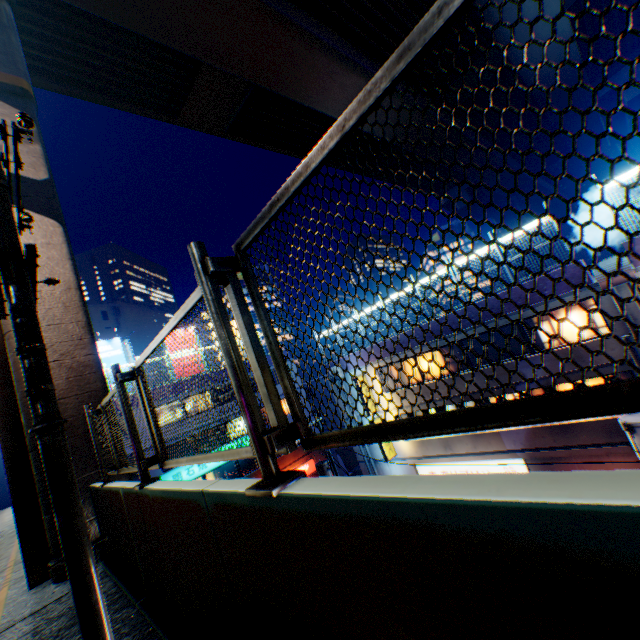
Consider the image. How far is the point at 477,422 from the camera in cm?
98

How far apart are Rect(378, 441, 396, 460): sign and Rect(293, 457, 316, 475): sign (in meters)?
12.45

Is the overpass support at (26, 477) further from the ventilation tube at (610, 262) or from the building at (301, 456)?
the ventilation tube at (610, 262)

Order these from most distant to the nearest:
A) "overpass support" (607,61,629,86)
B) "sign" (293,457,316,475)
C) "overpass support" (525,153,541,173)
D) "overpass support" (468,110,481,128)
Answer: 1. "overpass support" (525,153,541,173)
2. "sign" (293,457,316,475)
3. "overpass support" (607,61,629,86)
4. "overpass support" (468,110,481,128)

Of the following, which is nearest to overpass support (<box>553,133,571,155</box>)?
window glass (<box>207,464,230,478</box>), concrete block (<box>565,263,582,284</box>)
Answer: window glass (<box>207,464,230,478</box>)

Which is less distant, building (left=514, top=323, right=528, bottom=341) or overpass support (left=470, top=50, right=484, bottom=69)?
building (left=514, top=323, right=528, bottom=341)

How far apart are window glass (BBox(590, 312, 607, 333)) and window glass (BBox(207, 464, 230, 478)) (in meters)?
23.52

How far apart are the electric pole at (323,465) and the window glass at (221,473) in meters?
9.6
